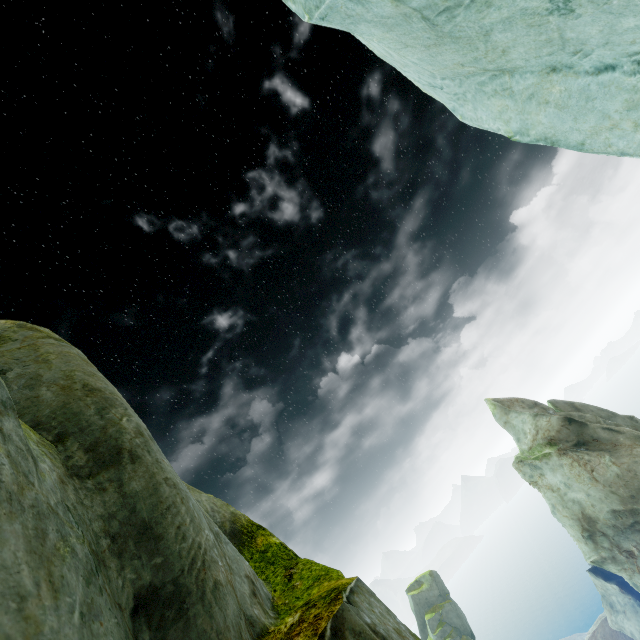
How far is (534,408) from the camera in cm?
4156
